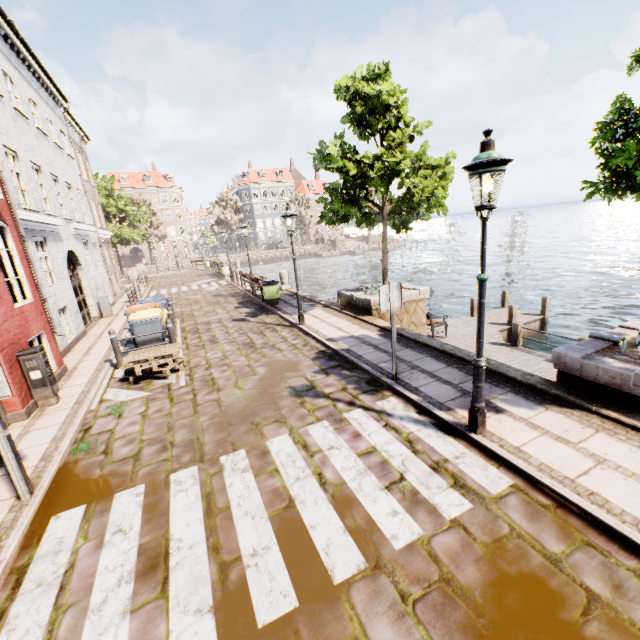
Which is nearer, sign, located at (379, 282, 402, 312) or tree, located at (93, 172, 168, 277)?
sign, located at (379, 282, 402, 312)

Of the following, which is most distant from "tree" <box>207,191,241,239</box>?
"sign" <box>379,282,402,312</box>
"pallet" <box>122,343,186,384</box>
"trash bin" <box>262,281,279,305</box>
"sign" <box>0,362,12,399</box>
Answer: "sign" <box>379,282,402,312</box>

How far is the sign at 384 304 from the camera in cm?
586

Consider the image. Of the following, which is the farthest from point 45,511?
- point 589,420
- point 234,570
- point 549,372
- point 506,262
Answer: point 506,262

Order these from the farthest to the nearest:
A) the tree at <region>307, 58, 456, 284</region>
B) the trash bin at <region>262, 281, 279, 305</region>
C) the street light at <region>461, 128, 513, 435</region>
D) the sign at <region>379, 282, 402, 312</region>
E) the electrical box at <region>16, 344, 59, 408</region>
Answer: the trash bin at <region>262, 281, 279, 305</region>, the tree at <region>307, 58, 456, 284</region>, the electrical box at <region>16, 344, 59, 408</region>, the sign at <region>379, 282, 402, 312</region>, the street light at <region>461, 128, 513, 435</region>

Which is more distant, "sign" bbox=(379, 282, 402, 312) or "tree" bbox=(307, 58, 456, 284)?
"tree" bbox=(307, 58, 456, 284)

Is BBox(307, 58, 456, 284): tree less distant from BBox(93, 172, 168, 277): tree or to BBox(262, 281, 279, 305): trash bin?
BBox(262, 281, 279, 305): trash bin

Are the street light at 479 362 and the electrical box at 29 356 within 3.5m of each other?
no
